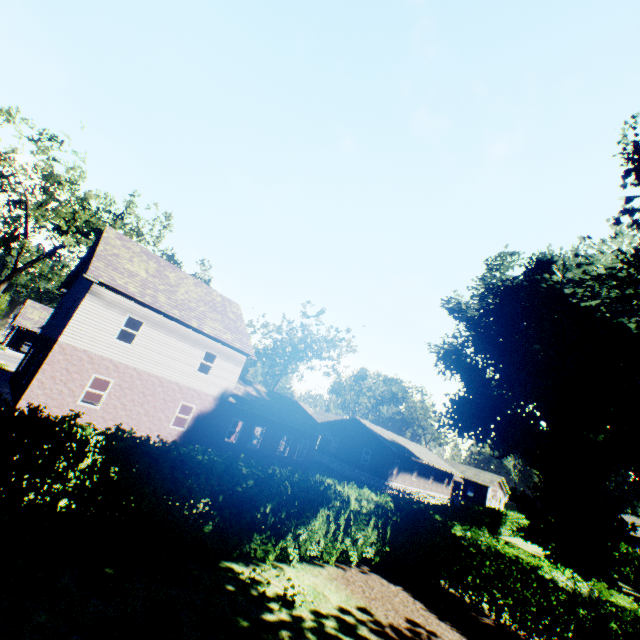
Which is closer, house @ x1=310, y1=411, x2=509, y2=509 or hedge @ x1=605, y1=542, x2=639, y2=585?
hedge @ x1=605, y1=542, x2=639, y2=585

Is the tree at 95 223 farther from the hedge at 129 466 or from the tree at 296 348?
the tree at 296 348

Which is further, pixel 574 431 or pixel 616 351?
pixel 574 431

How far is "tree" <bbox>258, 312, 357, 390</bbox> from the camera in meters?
40.3

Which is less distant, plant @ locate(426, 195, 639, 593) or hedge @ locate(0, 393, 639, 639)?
hedge @ locate(0, 393, 639, 639)

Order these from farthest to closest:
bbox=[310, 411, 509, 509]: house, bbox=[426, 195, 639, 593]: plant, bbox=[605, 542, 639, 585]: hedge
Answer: bbox=[310, 411, 509, 509]: house < bbox=[605, 542, 639, 585]: hedge < bbox=[426, 195, 639, 593]: plant

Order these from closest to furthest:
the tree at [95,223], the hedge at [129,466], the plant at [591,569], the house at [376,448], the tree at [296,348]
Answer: the hedge at [129,466], the plant at [591,569], the tree at [95,223], the house at [376,448], the tree at [296,348]

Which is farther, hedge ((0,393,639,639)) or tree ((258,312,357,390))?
tree ((258,312,357,390))
